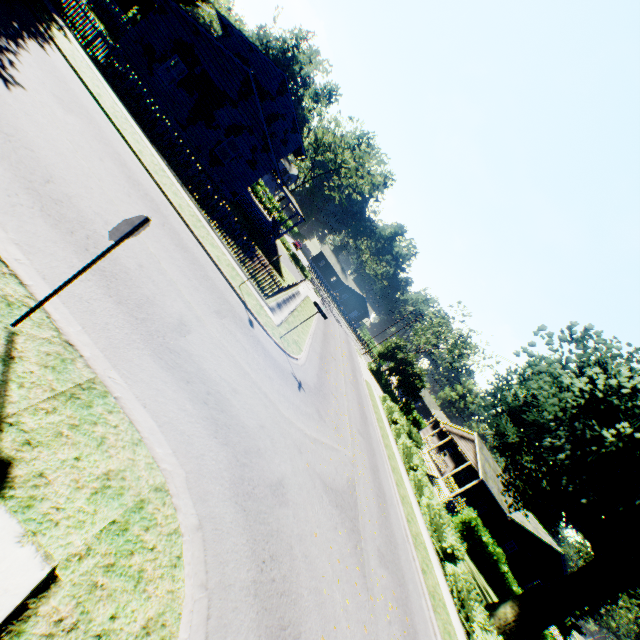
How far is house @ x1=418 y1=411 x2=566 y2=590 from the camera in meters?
30.0 m

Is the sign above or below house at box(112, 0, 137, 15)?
above

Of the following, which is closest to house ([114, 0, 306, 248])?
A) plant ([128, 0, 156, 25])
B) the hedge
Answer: plant ([128, 0, 156, 25])

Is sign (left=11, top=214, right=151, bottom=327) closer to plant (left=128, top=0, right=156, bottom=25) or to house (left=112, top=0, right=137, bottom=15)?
plant (left=128, top=0, right=156, bottom=25)

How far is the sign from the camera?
3.8 meters

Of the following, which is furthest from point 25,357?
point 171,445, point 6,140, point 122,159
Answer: point 122,159

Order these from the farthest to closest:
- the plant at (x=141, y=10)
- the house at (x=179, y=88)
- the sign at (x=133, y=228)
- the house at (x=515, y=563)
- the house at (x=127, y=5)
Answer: the plant at (x=141, y=10) < the house at (x=127, y=5) < the house at (x=515, y=563) < the house at (x=179, y=88) < the sign at (x=133, y=228)

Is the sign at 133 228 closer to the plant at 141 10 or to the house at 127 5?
the plant at 141 10
